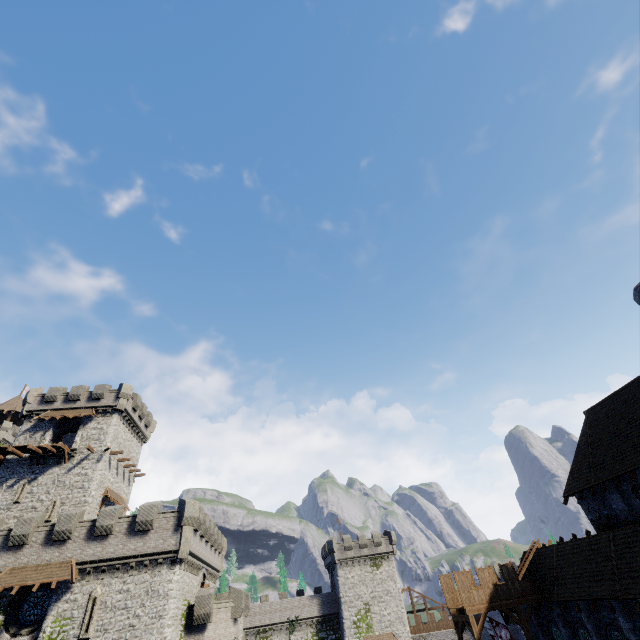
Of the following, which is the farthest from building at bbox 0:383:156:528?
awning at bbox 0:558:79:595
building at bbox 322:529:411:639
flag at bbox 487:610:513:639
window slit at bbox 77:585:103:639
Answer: flag at bbox 487:610:513:639

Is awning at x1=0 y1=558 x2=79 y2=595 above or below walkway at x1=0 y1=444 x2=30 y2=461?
below

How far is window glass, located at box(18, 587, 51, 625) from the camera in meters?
22.9

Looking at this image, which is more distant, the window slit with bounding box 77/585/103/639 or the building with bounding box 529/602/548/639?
the building with bounding box 529/602/548/639

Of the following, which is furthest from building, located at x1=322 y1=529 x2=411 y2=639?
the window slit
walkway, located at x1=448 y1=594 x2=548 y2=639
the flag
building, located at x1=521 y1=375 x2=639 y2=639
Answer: the window slit

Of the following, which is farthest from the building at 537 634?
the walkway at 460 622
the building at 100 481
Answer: the building at 100 481

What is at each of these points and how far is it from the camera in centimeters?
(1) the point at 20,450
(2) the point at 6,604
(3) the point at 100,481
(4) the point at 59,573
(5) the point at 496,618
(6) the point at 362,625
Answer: (1) walkway, 3350cm
(2) building tower, 2269cm
(3) building, 3394cm
(4) awning, 2342cm
(5) flag, 2398cm
(6) building, 4738cm

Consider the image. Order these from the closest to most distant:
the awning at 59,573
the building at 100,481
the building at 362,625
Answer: the awning at 59,573, the building at 100,481, the building at 362,625
